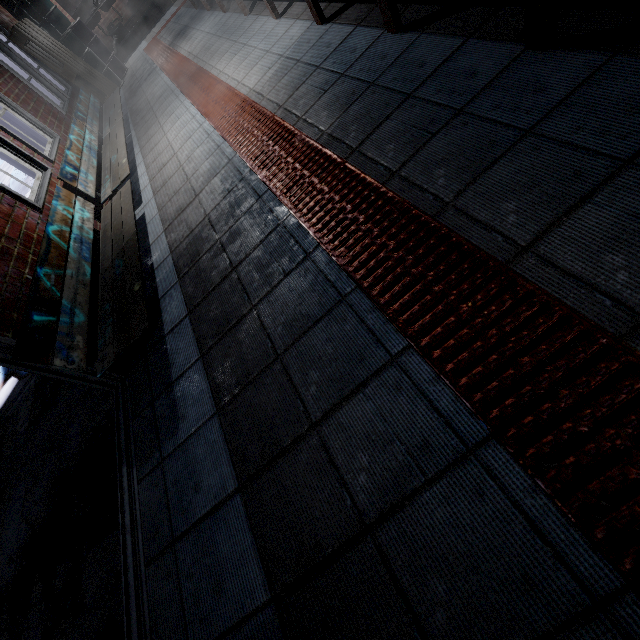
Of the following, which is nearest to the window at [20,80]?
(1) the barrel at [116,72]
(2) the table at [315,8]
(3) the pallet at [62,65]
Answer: (3) the pallet at [62,65]

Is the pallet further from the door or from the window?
the door

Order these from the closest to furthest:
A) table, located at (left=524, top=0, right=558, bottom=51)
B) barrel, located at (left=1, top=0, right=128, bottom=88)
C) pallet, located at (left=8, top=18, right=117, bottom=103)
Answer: table, located at (left=524, top=0, right=558, bottom=51), pallet, located at (left=8, top=18, right=117, bottom=103), barrel, located at (left=1, top=0, right=128, bottom=88)

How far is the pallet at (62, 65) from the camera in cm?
503

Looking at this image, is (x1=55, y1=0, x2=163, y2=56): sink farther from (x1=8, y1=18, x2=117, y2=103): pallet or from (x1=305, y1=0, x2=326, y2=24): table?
(x1=305, y1=0, x2=326, y2=24): table

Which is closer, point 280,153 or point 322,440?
point 322,440

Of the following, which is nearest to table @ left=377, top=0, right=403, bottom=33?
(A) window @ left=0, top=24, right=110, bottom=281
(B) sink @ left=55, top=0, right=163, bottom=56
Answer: (A) window @ left=0, top=24, right=110, bottom=281

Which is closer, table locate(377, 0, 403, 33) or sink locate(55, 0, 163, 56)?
table locate(377, 0, 403, 33)
